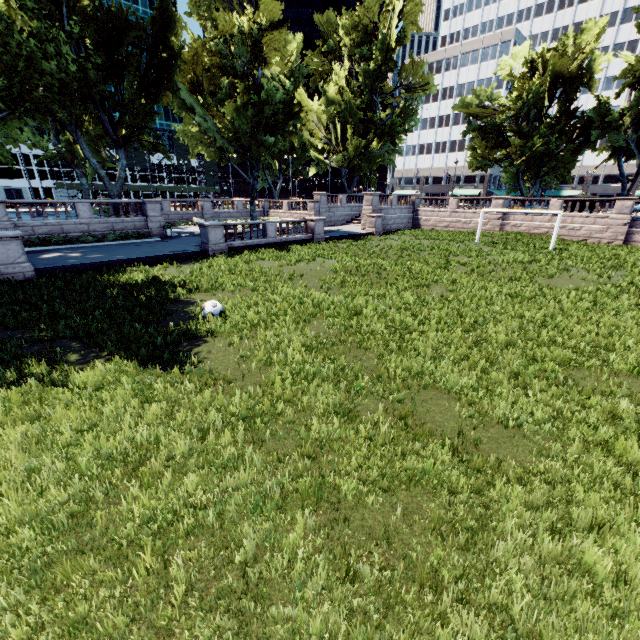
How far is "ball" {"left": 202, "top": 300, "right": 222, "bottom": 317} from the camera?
10.6 meters

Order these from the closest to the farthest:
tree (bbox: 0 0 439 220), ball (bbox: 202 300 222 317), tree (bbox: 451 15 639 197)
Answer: ball (bbox: 202 300 222 317)
tree (bbox: 0 0 439 220)
tree (bbox: 451 15 639 197)

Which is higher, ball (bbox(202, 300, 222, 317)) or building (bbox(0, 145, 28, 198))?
building (bbox(0, 145, 28, 198))

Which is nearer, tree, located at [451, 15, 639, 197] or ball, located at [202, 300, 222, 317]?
ball, located at [202, 300, 222, 317]

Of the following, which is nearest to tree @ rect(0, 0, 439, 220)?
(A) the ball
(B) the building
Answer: (A) the ball

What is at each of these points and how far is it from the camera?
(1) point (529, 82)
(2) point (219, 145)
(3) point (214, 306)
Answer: (1) tree, 32.25m
(2) tree, 27.88m
(3) ball, 10.62m

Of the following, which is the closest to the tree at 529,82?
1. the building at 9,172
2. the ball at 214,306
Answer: the ball at 214,306
